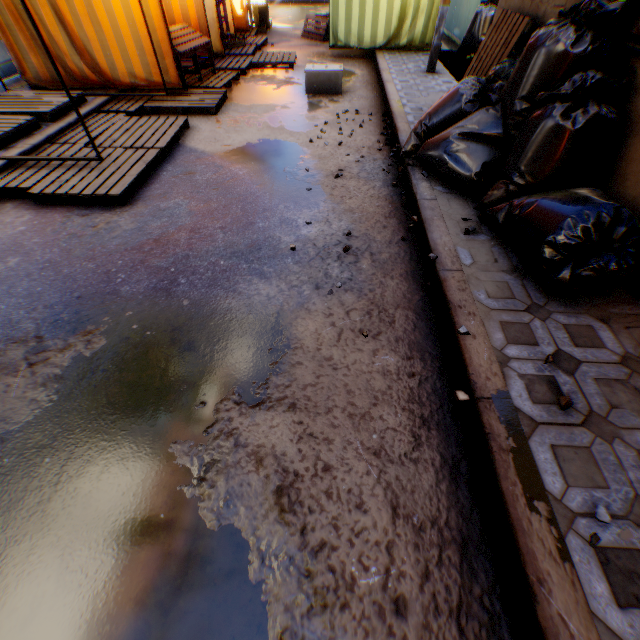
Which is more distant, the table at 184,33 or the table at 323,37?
the table at 323,37

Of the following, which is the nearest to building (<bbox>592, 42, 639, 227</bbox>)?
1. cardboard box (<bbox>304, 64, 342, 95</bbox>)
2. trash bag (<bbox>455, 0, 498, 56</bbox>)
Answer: trash bag (<bbox>455, 0, 498, 56</bbox>)

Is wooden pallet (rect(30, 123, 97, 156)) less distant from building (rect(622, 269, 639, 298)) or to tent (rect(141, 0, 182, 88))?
tent (rect(141, 0, 182, 88))

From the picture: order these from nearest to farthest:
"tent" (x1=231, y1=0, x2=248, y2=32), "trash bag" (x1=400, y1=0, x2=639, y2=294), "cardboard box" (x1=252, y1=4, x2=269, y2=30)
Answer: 1. "trash bag" (x1=400, y1=0, x2=639, y2=294)
2. "tent" (x1=231, y1=0, x2=248, y2=32)
3. "cardboard box" (x1=252, y1=4, x2=269, y2=30)

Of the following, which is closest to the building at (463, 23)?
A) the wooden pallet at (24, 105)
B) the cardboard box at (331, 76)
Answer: the wooden pallet at (24, 105)

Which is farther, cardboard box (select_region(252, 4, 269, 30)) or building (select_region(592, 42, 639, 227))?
cardboard box (select_region(252, 4, 269, 30))

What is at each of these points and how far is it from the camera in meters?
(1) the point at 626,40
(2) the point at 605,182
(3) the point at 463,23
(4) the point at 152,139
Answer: (1) window, 2.4
(2) building, 2.7
(3) building, 9.1
(4) wooden pallet, 4.4

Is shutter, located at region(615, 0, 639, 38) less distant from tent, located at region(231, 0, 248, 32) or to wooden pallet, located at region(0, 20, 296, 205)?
tent, located at region(231, 0, 248, 32)
